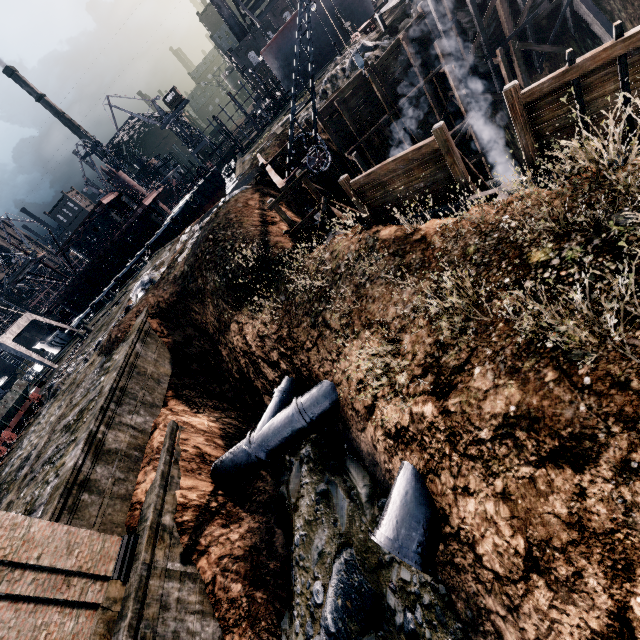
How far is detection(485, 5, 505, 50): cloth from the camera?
22.31m

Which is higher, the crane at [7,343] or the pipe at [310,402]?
the crane at [7,343]

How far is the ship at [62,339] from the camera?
48.22m

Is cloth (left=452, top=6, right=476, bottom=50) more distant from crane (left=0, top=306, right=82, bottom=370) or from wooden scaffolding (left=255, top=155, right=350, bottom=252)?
crane (left=0, top=306, right=82, bottom=370)

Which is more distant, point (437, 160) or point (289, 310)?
point (289, 310)

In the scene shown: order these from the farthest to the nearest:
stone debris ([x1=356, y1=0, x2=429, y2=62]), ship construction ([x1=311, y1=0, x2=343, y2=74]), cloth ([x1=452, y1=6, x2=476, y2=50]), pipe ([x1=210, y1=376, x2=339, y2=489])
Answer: ship construction ([x1=311, y1=0, x2=343, y2=74]) → stone debris ([x1=356, y1=0, x2=429, y2=62]) → cloth ([x1=452, y1=6, x2=476, y2=50]) → pipe ([x1=210, y1=376, x2=339, y2=489])

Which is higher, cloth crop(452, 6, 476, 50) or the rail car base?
the rail car base

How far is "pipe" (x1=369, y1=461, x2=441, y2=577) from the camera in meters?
8.2 m
